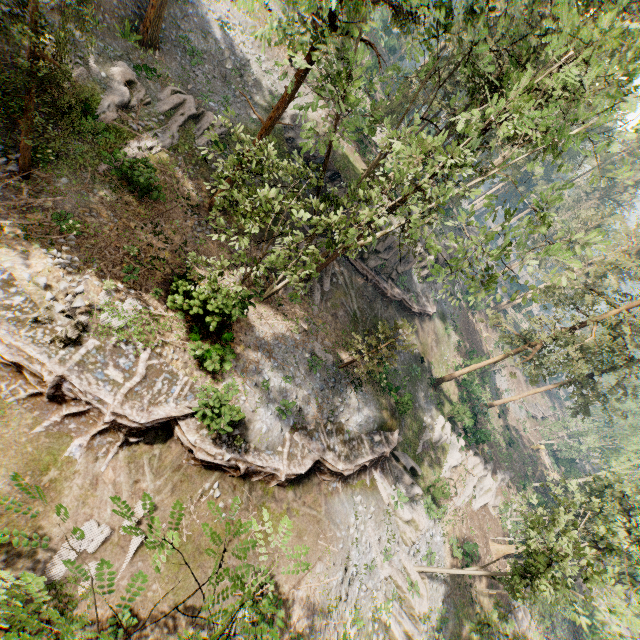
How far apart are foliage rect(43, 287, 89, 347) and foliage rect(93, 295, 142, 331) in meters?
0.0 m

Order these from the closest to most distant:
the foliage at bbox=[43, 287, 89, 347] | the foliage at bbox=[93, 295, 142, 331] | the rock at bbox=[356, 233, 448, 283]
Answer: the foliage at bbox=[43, 287, 89, 347], the foliage at bbox=[93, 295, 142, 331], the rock at bbox=[356, 233, 448, 283]

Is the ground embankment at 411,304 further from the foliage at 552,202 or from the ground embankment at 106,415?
the ground embankment at 106,415

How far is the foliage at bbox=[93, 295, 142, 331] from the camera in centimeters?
1381cm

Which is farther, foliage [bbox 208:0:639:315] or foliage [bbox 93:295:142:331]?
foliage [bbox 93:295:142:331]

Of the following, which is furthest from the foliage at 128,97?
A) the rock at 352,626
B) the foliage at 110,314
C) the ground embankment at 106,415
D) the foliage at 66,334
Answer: the foliage at 66,334

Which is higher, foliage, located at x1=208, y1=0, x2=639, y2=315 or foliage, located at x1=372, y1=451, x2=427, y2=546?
foliage, located at x1=208, y1=0, x2=639, y2=315

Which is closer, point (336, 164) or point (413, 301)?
point (336, 164)
